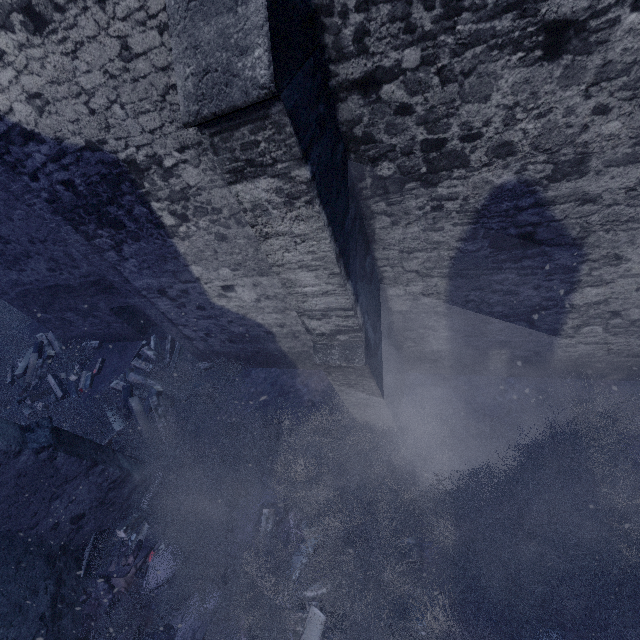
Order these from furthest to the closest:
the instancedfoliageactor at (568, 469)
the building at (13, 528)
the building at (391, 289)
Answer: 1. the building at (13, 528)
2. the instancedfoliageactor at (568, 469)
3. the building at (391, 289)

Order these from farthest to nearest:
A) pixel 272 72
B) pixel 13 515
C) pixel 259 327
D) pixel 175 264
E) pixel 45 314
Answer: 1. pixel 45 314
2. pixel 259 327
3. pixel 175 264
4. pixel 13 515
5. pixel 272 72

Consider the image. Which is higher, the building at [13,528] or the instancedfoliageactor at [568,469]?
the building at [13,528]

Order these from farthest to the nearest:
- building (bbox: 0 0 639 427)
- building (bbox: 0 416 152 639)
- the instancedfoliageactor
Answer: building (bbox: 0 416 152 639) → the instancedfoliageactor → building (bbox: 0 0 639 427)

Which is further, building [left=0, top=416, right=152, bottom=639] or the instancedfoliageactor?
building [left=0, top=416, right=152, bottom=639]

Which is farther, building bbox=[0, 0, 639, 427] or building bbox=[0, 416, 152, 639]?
building bbox=[0, 416, 152, 639]

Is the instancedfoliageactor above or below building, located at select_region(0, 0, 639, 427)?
below
